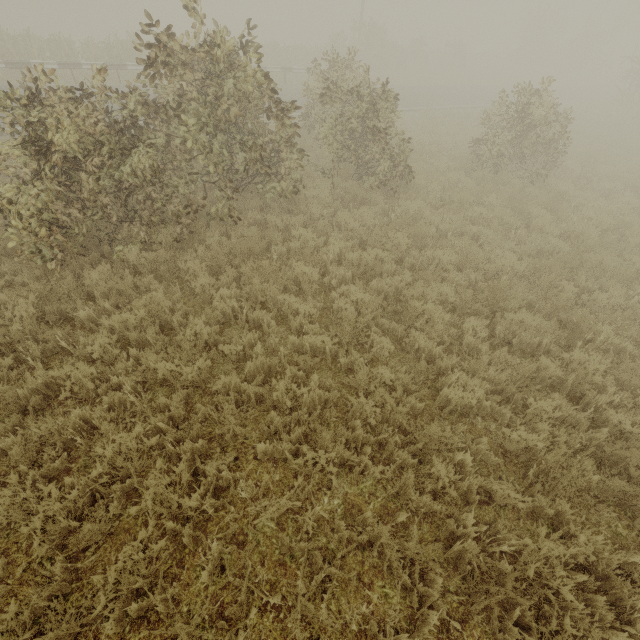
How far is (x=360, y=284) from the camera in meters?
6.2 m
